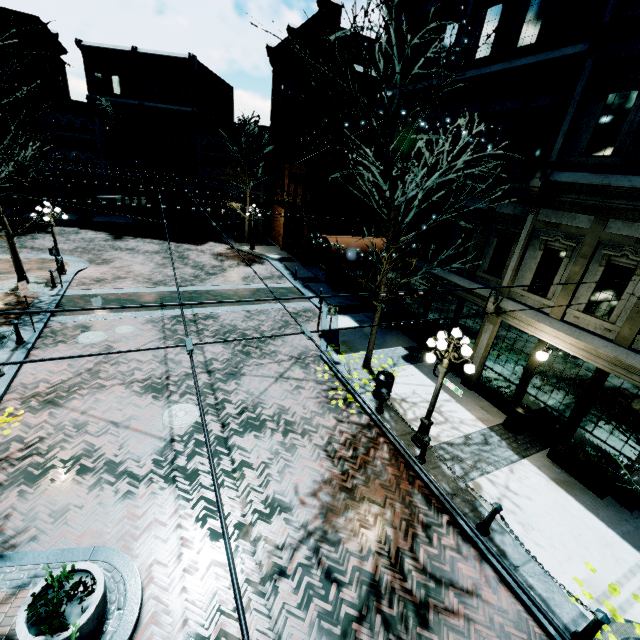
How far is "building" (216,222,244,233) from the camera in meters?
32.5 m

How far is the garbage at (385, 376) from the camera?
10.36m

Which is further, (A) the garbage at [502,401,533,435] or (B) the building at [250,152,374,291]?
(B) the building at [250,152,374,291]

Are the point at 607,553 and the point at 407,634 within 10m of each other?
yes

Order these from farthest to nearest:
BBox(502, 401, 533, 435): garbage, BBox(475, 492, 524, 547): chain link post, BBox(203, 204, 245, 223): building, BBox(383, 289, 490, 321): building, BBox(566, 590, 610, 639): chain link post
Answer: BBox(203, 204, 245, 223): building < BBox(383, 289, 490, 321): building < BBox(502, 401, 533, 435): garbage < BBox(475, 492, 524, 547): chain link post < BBox(566, 590, 610, 639): chain link post

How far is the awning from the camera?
13.4 meters

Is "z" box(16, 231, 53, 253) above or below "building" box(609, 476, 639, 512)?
below

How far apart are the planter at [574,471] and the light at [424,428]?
3.5m
